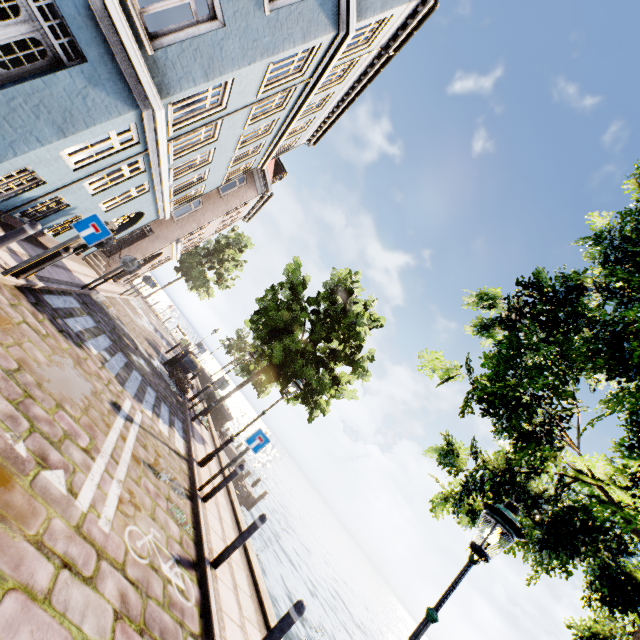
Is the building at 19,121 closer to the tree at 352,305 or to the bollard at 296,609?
the tree at 352,305

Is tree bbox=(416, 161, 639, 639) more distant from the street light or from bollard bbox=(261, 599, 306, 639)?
bollard bbox=(261, 599, 306, 639)

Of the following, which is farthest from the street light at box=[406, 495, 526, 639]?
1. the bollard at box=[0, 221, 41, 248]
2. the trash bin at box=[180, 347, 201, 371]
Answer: the trash bin at box=[180, 347, 201, 371]

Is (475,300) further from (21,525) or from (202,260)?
(202,260)

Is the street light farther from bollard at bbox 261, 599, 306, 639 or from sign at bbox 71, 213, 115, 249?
sign at bbox 71, 213, 115, 249

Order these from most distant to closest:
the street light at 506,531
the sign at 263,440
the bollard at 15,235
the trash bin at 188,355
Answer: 1. the trash bin at 188,355
2. the sign at 263,440
3. the bollard at 15,235
4. the street light at 506,531

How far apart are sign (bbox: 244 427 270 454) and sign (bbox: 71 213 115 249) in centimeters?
533cm

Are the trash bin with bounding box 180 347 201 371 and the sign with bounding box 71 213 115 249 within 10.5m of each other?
no
